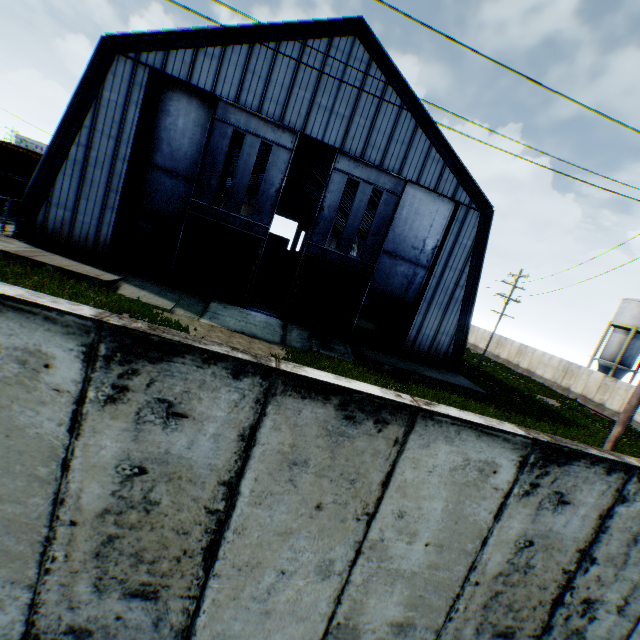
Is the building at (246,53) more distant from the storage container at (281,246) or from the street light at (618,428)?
the street light at (618,428)

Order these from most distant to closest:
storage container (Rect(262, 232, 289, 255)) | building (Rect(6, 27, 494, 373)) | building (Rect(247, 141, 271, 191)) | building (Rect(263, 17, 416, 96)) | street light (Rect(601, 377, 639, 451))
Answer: storage container (Rect(262, 232, 289, 255)) → building (Rect(247, 141, 271, 191)) → building (Rect(263, 17, 416, 96)) → building (Rect(6, 27, 494, 373)) → street light (Rect(601, 377, 639, 451))

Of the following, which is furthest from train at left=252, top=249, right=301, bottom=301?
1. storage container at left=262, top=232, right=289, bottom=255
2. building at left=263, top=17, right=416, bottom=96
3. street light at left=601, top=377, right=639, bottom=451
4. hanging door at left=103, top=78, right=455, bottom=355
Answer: street light at left=601, top=377, right=639, bottom=451

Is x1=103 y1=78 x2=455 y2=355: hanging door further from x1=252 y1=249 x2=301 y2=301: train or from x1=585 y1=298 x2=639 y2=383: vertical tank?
x1=585 y1=298 x2=639 y2=383: vertical tank

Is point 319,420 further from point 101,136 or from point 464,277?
point 464,277

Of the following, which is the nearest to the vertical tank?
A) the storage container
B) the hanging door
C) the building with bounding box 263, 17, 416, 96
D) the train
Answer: the building with bounding box 263, 17, 416, 96

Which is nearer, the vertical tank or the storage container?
the vertical tank

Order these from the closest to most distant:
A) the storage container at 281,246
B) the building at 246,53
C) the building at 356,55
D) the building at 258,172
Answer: the building at 246,53 → the building at 356,55 → the building at 258,172 → the storage container at 281,246
